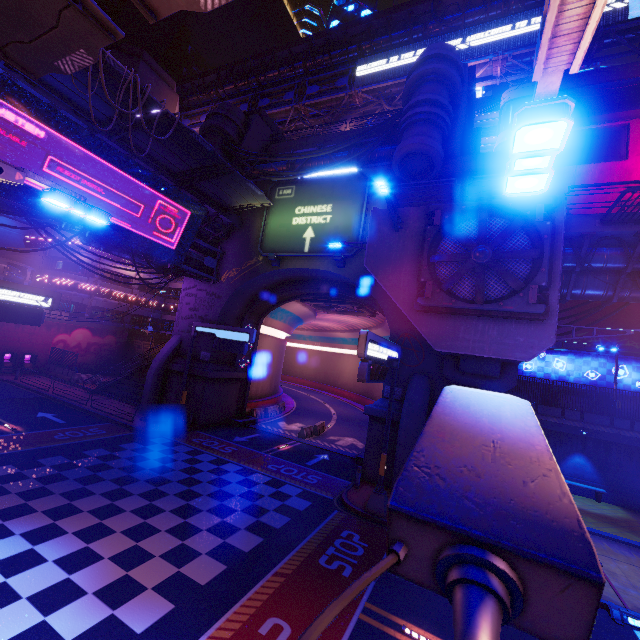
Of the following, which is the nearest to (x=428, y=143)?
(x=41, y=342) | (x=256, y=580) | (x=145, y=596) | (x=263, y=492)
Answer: (x=263, y=492)

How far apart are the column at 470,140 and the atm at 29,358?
41.64m

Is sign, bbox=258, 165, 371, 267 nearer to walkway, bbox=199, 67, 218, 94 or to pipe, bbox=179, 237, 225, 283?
pipe, bbox=179, 237, 225, 283

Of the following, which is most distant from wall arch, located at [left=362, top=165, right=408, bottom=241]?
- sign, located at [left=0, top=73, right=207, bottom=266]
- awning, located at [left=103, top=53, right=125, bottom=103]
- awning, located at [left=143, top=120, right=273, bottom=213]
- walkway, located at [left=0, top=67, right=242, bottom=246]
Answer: awning, located at [left=103, top=53, right=125, bottom=103]

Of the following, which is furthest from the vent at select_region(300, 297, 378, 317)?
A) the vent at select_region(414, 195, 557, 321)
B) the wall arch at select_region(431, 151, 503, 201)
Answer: the vent at select_region(414, 195, 557, 321)

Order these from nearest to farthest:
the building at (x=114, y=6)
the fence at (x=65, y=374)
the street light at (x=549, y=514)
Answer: the street light at (x=549, y=514) < the fence at (x=65, y=374) < the building at (x=114, y=6)

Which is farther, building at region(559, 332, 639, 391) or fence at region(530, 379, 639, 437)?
building at region(559, 332, 639, 391)

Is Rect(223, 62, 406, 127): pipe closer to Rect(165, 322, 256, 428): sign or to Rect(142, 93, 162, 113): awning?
Rect(142, 93, 162, 113): awning
